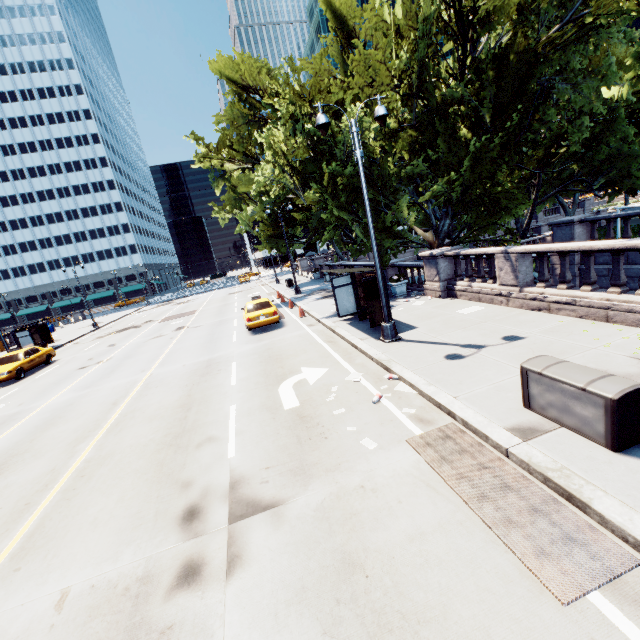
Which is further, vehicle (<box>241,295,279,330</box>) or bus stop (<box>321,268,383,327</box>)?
vehicle (<box>241,295,279,330</box>)

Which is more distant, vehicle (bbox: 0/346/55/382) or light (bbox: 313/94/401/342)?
vehicle (bbox: 0/346/55/382)

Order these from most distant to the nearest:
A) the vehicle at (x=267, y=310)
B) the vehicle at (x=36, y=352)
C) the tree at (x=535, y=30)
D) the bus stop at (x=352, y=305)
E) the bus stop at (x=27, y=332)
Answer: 1. the bus stop at (x=27, y=332)
2. the vehicle at (x=36, y=352)
3. the vehicle at (x=267, y=310)
4. the tree at (x=535, y=30)
5. the bus stop at (x=352, y=305)

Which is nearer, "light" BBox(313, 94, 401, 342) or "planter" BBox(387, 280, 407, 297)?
"light" BBox(313, 94, 401, 342)

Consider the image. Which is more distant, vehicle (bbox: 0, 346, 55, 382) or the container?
vehicle (bbox: 0, 346, 55, 382)

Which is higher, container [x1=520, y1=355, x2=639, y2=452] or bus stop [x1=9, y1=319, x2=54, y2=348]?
bus stop [x1=9, y1=319, x2=54, y2=348]

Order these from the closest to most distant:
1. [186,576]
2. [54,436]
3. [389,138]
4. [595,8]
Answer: [186,576] → [54,436] → [595,8] → [389,138]

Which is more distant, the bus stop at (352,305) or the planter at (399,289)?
the planter at (399,289)
